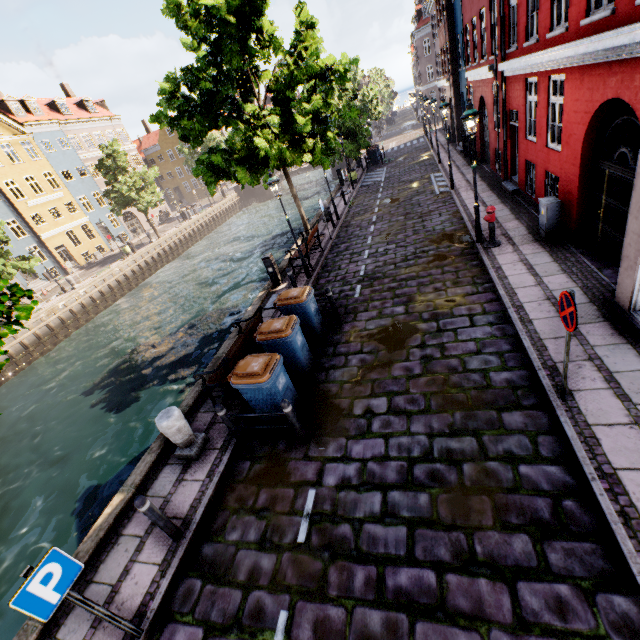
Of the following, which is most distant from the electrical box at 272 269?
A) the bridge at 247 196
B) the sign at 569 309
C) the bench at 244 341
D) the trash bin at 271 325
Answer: the bridge at 247 196

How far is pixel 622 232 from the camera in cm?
686

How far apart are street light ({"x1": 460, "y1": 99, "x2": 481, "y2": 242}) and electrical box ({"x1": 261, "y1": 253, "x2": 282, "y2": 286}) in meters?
7.0

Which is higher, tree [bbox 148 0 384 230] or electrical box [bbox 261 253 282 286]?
tree [bbox 148 0 384 230]

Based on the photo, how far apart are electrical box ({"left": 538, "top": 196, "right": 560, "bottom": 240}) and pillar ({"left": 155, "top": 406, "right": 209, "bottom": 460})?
10.2m

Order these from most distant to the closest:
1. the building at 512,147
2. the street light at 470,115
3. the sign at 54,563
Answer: the street light at 470,115 < the building at 512,147 < the sign at 54,563

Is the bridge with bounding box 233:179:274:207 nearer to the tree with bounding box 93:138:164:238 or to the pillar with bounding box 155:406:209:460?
the tree with bounding box 93:138:164:238

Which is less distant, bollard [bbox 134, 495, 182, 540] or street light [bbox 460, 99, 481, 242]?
bollard [bbox 134, 495, 182, 540]
